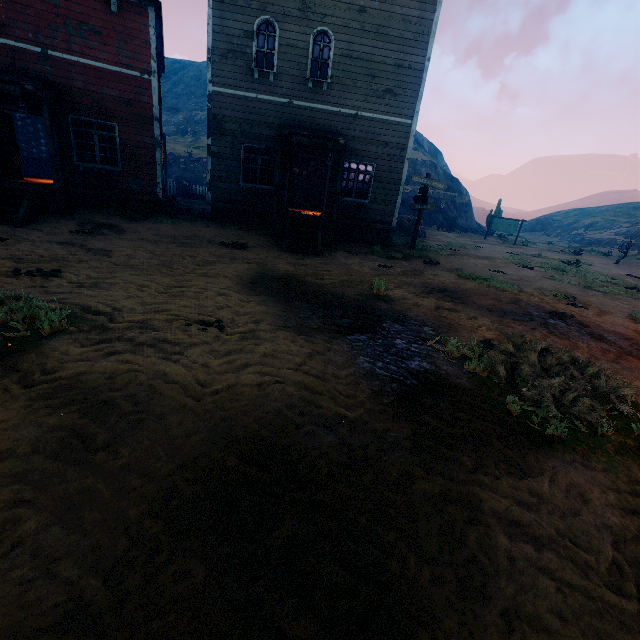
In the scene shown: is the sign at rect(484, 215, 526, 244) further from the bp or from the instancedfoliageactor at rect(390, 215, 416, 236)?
the bp

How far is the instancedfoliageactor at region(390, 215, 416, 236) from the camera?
20.59m

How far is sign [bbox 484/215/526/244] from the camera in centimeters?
2862cm

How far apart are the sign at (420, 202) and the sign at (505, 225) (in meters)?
19.22

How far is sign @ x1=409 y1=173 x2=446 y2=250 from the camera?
13.4m

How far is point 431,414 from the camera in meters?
3.1 m

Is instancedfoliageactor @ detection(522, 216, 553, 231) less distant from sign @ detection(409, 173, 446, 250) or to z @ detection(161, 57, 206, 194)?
z @ detection(161, 57, 206, 194)

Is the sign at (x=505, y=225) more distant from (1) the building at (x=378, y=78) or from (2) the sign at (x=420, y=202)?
(2) the sign at (x=420, y=202)
